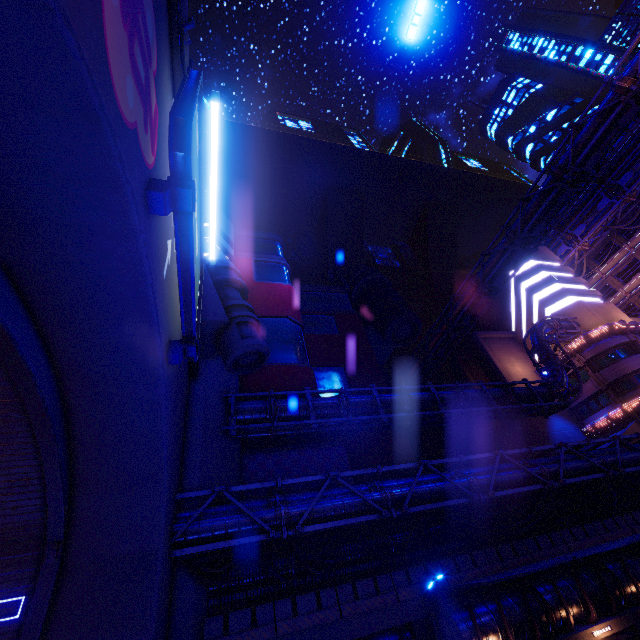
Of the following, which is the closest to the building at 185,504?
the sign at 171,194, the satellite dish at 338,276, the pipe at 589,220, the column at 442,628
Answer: the satellite dish at 338,276

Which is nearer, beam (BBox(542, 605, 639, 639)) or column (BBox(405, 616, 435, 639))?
column (BBox(405, 616, 435, 639))

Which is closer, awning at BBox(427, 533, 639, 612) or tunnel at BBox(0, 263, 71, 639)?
tunnel at BBox(0, 263, 71, 639)

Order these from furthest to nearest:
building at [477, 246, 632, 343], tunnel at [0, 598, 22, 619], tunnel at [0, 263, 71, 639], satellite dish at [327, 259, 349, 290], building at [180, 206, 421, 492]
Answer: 1. satellite dish at [327, 259, 349, 290]
2. building at [477, 246, 632, 343]
3. building at [180, 206, 421, 492]
4. tunnel at [0, 598, 22, 619]
5. tunnel at [0, 263, 71, 639]

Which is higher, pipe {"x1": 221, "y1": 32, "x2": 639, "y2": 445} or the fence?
pipe {"x1": 221, "y1": 32, "x2": 639, "y2": 445}

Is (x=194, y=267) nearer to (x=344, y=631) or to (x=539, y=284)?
(x=344, y=631)

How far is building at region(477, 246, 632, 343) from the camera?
38.6m

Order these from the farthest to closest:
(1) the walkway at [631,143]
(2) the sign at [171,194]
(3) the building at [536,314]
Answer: (1) the walkway at [631,143] → (3) the building at [536,314] → (2) the sign at [171,194]
